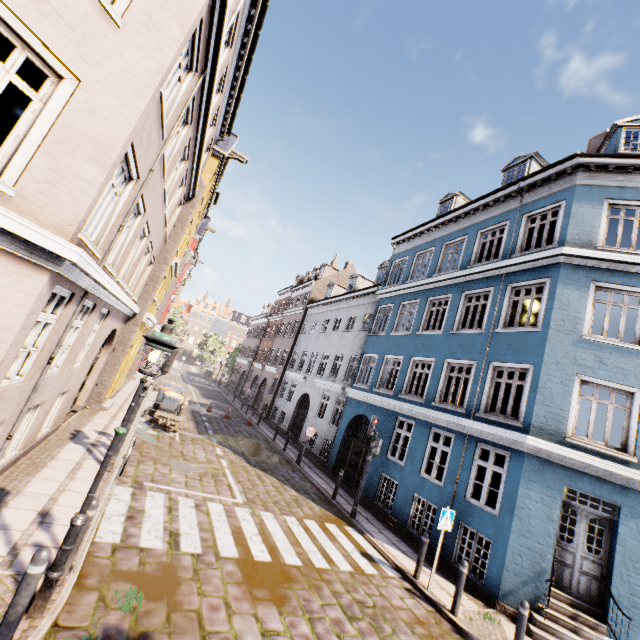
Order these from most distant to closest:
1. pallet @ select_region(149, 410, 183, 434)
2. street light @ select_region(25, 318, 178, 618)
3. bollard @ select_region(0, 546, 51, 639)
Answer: pallet @ select_region(149, 410, 183, 434)
street light @ select_region(25, 318, 178, 618)
bollard @ select_region(0, 546, 51, 639)

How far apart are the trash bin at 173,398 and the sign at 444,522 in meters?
12.5 m

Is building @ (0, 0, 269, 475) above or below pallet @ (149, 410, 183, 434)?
above

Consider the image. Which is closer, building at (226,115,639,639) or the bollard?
the bollard

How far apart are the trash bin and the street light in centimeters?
1210cm

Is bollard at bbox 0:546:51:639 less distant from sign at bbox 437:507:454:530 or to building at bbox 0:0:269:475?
building at bbox 0:0:269:475

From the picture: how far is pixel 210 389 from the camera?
37.6 meters

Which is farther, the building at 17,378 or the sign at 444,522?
the sign at 444,522
